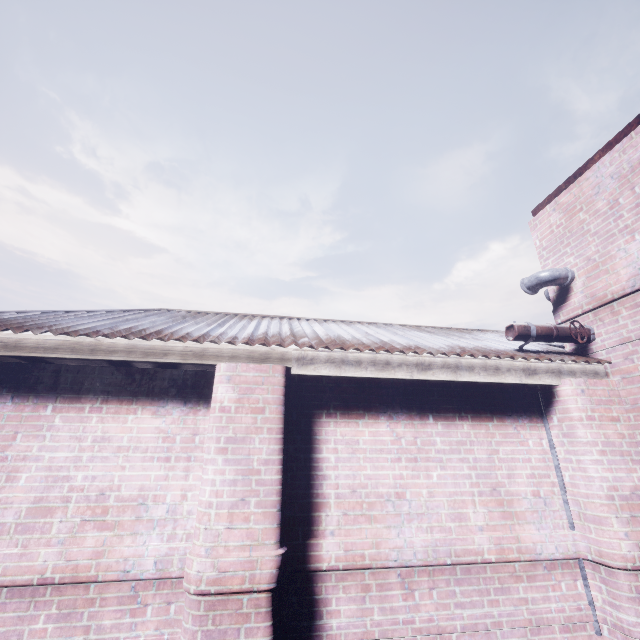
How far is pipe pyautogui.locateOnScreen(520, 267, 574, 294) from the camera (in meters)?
3.54

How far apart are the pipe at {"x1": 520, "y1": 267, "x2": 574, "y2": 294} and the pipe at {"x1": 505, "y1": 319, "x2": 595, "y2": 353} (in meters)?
0.54

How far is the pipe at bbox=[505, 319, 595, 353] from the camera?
3.2m

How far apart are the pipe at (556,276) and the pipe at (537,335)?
0.5 meters

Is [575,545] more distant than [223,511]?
Yes

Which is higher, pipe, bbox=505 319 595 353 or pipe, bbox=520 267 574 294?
pipe, bbox=520 267 574 294

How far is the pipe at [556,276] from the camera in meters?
3.5
